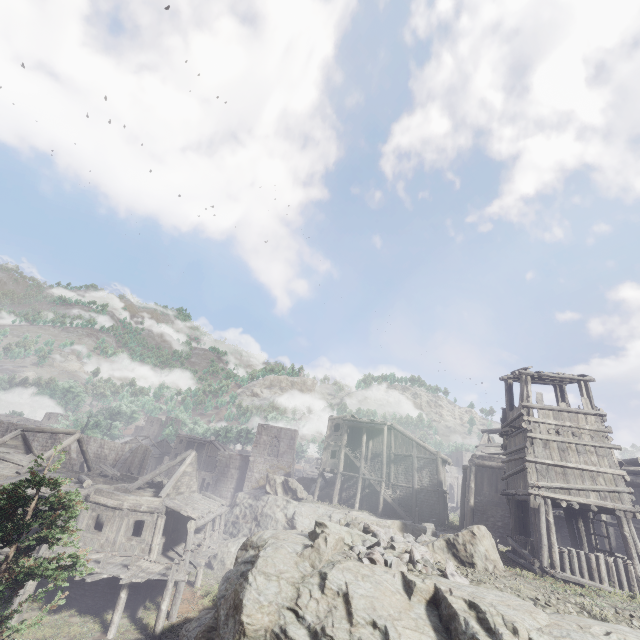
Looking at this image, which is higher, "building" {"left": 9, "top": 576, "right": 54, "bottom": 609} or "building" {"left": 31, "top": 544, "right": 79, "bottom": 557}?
"building" {"left": 31, "top": 544, "right": 79, "bottom": 557}

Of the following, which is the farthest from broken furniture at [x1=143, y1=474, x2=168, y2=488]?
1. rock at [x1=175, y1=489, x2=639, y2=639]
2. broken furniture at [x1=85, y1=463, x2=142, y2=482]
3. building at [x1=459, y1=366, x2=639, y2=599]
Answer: rock at [x1=175, y1=489, x2=639, y2=639]

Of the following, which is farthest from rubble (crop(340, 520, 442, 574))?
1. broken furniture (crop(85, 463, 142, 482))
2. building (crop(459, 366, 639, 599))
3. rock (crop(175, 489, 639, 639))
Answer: broken furniture (crop(85, 463, 142, 482))

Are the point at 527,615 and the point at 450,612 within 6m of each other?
yes

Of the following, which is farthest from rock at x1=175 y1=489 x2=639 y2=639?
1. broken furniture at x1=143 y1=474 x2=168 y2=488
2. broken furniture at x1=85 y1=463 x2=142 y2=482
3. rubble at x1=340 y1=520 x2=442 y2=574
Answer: broken furniture at x1=85 y1=463 x2=142 y2=482

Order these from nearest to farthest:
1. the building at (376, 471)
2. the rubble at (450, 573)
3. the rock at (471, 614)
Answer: the rock at (471, 614) → the rubble at (450, 573) → the building at (376, 471)

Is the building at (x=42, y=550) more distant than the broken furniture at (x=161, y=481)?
No

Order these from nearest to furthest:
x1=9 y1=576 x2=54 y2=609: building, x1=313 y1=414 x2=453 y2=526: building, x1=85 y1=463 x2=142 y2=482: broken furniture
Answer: x1=9 y1=576 x2=54 y2=609: building, x1=85 y1=463 x2=142 y2=482: broken furniture, x1=313 y1=414 x2=453 y2=526: building
